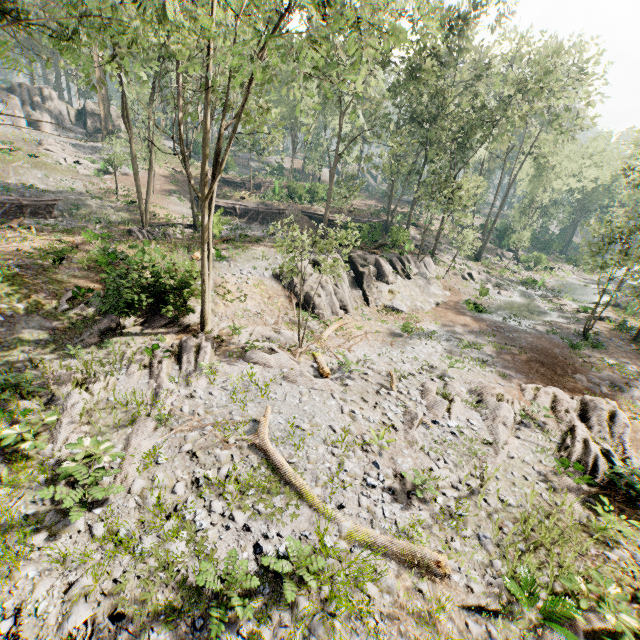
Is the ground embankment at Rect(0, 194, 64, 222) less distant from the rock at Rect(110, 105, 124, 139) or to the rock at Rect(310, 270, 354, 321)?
the rock at Rect(310, 270, 354, 321)

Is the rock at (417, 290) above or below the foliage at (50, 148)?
below

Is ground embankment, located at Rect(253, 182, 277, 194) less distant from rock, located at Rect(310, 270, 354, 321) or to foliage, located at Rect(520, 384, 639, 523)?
foliage, located at Rect(520, 384, 639, 523)

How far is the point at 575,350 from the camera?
22.23m

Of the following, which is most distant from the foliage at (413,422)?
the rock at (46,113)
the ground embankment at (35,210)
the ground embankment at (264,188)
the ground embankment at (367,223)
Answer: the ground embankment at (264,188)

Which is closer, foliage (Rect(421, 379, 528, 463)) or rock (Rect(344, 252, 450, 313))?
foliage (Rect(421, 379, 528, 463))

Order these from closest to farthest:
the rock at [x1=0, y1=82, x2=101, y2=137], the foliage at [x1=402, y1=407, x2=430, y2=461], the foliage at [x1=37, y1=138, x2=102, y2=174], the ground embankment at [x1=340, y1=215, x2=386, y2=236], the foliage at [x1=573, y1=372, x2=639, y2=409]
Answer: the foliage at [x1=402, y1=407, x2=430, y2=461]
the foliage at [x1=573, y1=372, x2=639, y2=409]
the ground embankment at [x1=340, y1=215, x2=386, y2=236]
the foliage at [x1=37, y1=138, x2=102, y2=174]
the rock at [x1=0, y1=82, x2=101, y2=137]

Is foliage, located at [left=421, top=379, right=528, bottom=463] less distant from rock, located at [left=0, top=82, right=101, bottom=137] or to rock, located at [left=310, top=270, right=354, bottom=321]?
rock, located at [left=310, top=270, right=354, bottom=321]
